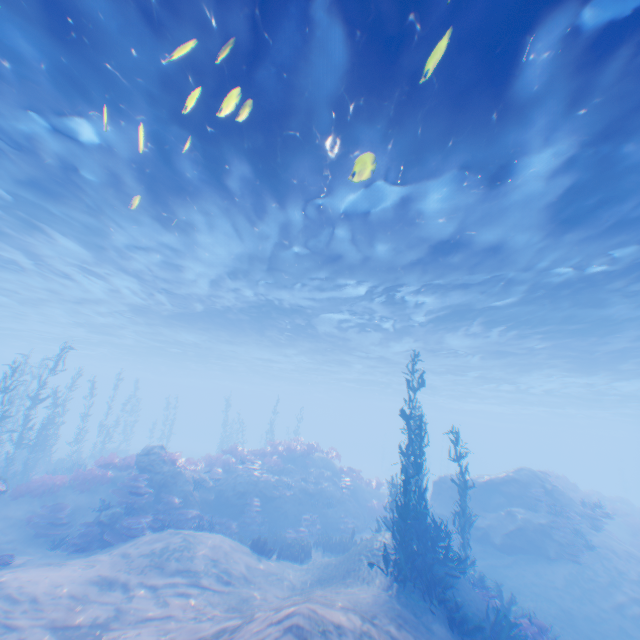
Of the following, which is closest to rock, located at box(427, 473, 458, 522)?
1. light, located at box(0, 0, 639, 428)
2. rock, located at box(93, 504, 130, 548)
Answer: light, located at box(0, 0, 639, 428)

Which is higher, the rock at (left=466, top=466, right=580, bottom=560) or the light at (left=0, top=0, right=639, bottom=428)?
the light at (left=0, top=0, right=639, bottom=428)

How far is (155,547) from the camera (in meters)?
10.27

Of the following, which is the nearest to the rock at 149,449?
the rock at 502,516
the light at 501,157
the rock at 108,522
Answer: the rock at 108,522

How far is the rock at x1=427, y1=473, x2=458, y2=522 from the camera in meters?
19.0 m

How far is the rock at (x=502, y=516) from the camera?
15.5m

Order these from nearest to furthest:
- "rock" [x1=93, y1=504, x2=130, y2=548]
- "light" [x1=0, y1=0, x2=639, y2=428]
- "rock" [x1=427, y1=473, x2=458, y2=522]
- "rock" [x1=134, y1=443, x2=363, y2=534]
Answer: "light" [x1=0, y1=0, x2=639, y2=428]
"rock" [x1=93, y1=504, x2=130, y2=548]
"rock" [x1=134, y1=443, x2=363, y2=534]
"rock" [x1=427, y1=473, x2=458, y2=522]

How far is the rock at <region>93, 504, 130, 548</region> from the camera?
11.9 meters
